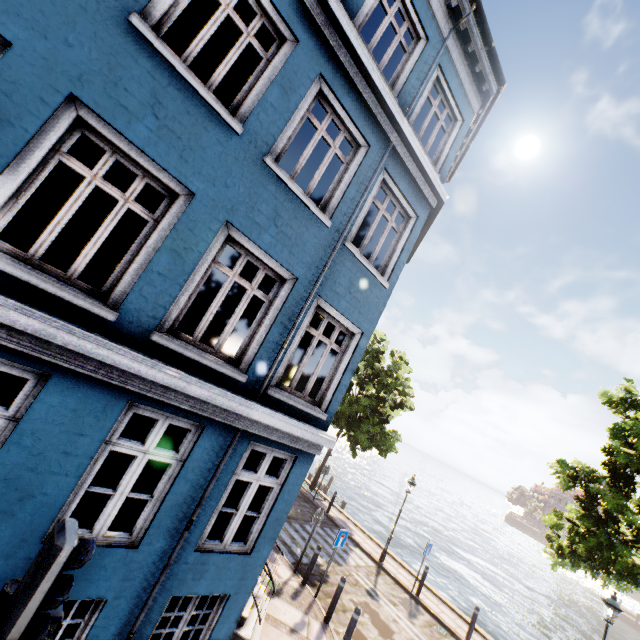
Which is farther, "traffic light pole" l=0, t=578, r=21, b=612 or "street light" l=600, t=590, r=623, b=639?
"street light" l=600, t=590, r=623, b=639

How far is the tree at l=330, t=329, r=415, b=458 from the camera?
17.6 meters

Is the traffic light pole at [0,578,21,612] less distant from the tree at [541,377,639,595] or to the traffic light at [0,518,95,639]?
the traffic light at [0,518,95,639]

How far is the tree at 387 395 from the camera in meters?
17.6

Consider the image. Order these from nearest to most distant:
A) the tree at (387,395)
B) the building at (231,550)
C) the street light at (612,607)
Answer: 1. the building at (231,550)
2. the street light at (612,607)
3. the tree at (387,395)

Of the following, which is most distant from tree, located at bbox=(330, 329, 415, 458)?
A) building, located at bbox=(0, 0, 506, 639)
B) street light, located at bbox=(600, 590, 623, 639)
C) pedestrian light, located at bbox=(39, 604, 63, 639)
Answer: pedestrian light, located at bbox=(39, 604, 63, 639)

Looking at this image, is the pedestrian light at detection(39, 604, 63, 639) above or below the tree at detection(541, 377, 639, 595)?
below

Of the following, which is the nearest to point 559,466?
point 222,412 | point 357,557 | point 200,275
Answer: point 357,557
